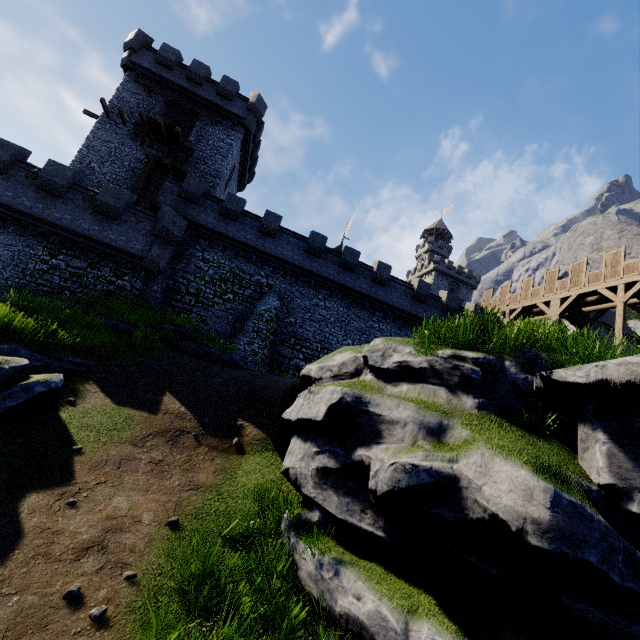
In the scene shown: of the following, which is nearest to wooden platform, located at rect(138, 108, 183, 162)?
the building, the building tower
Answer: the building

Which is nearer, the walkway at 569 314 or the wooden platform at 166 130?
the walkway at 569 314

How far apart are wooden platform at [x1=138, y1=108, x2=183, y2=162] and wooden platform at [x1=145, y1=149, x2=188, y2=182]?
1.29m

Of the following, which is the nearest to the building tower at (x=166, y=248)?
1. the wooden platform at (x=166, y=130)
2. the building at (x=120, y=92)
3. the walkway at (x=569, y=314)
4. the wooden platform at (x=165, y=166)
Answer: the building at (x=120, y=92)

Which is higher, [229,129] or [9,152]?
[229,129]

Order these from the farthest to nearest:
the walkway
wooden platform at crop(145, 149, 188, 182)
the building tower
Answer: wooden platform at crop(145, 149, 188, 182) < the walkway < the building tower

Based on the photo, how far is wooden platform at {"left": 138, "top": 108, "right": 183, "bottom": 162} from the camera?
23.8m

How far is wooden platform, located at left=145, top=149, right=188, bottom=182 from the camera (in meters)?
23.31
